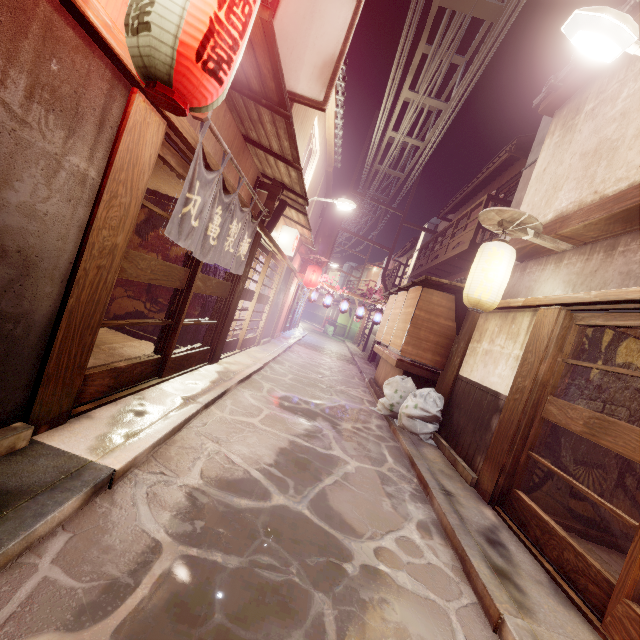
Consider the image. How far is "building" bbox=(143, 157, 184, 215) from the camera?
8.72m

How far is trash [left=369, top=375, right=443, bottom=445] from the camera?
11.5m

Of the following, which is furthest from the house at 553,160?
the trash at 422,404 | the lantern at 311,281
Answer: the lantern at 311,281

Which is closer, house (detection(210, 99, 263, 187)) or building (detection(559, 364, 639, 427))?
house (detection(210, 99, 263, 187))

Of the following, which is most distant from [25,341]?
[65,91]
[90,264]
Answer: [65,91]

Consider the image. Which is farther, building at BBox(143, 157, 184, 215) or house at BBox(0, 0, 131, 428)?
building at BBox(143, 157, 184, 215)

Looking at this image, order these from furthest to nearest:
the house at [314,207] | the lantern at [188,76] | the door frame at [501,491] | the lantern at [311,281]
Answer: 1. the lantern at [311,281]
2. the house at [314,207]
3. the door frame at [501,491]
4. the lantern at [188,76]

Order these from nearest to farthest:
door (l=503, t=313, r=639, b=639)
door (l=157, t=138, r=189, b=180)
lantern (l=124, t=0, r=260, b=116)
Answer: lantern (l=124, t=0, r=260, b=116)
door (l=503, t=313, r=639, b=639)
door (l=157, t=138, r=189, b=180)
